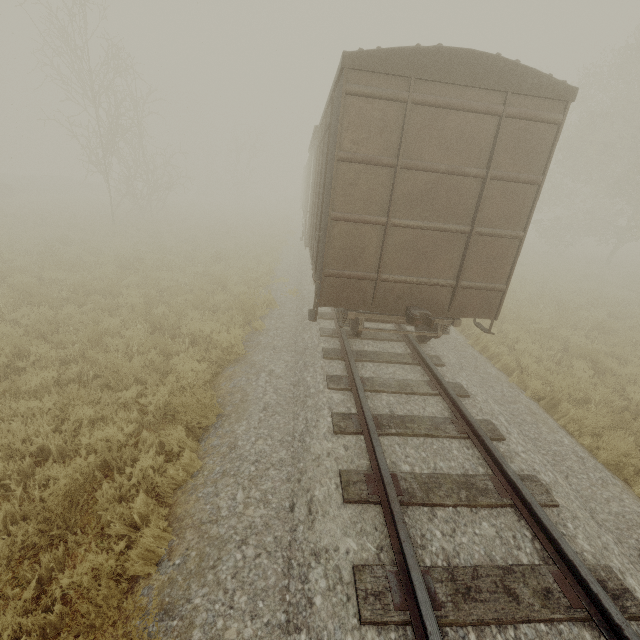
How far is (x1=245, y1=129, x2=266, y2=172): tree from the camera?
38.6m

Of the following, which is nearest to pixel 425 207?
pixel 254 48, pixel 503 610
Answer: pixel 503 610

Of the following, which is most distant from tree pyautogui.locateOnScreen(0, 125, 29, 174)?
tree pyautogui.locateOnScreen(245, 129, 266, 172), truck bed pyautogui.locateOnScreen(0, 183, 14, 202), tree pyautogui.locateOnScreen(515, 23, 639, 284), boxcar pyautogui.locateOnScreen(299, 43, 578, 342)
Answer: tree pyautogui.locateOnScreen(515, 23, 639, 284)

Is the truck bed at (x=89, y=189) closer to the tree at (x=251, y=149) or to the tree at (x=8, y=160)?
the tree at (x=8, y=160)

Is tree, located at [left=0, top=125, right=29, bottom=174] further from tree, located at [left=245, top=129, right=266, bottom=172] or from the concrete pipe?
tree, located at [left=245, top=129, right=266, bottom=172]

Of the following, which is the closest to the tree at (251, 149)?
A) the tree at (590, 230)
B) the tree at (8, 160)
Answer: the tree at (590, 230)

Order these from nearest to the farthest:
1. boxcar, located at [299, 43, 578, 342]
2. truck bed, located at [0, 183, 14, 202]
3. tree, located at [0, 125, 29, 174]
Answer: boxcar, located at [299, 43, 578, 342] → truck bed, located at [0, 183, 14, 202] → tree, located at [0, 125, 29, 174]

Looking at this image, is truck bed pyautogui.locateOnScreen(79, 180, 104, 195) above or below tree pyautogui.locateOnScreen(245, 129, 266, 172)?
below
